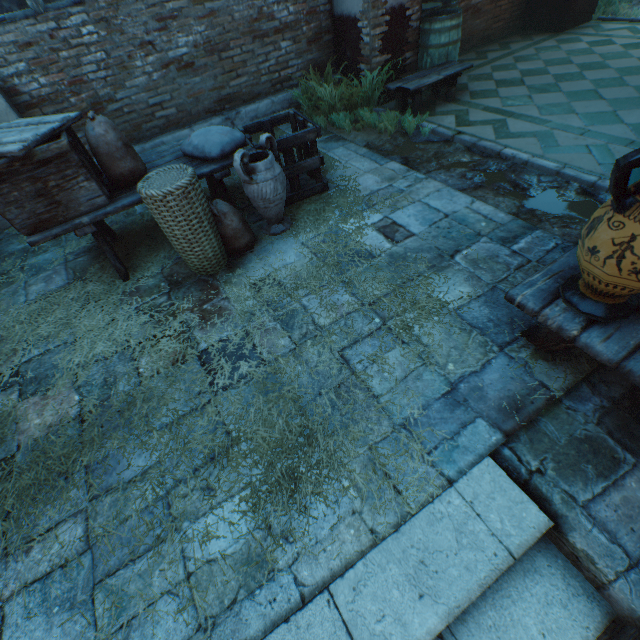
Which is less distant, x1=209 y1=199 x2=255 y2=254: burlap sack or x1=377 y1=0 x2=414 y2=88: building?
x1=209 y1=199 x2=255 y2=254: burlap sack

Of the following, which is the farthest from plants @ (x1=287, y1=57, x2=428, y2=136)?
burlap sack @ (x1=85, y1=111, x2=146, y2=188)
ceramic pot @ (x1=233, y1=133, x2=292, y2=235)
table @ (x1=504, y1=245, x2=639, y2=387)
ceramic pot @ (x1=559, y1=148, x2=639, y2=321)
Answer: ceramic pot @ (x1=559, y1=148, x2=639, y2=321)

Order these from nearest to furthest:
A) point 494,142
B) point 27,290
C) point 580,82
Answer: point 27,290, point 494,142, point 580,82

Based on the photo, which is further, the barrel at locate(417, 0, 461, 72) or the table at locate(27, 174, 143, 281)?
the barrel at locate(417, 0, 461, 72)

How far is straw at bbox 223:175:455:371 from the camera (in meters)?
2.47

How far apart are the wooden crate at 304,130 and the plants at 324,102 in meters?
1.4 m

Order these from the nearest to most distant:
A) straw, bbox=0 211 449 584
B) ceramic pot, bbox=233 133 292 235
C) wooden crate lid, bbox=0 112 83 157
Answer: straw, bbox=0 211 449 584, wooden crate lid, bbox=0 112 83 157, ceramic pot, bbox=233 133 292 235

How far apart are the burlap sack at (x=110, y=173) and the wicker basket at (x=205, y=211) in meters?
0.4
